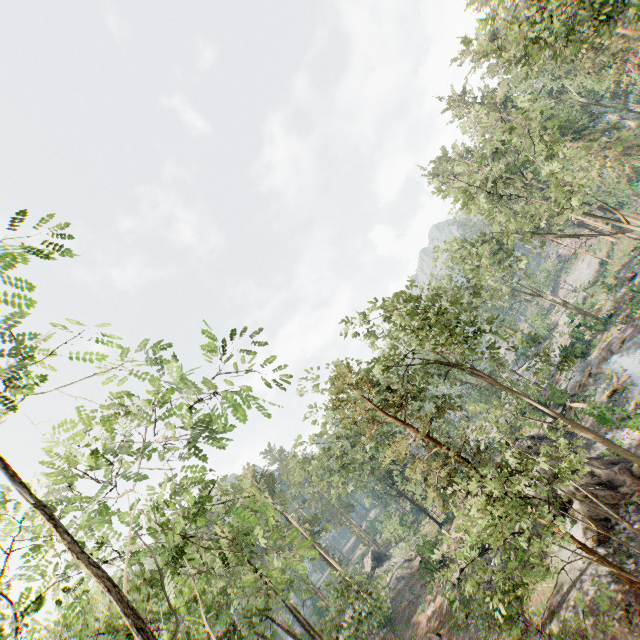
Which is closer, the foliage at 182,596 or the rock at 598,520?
the foliage at 182,596

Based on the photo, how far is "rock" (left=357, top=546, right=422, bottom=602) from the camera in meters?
38.6

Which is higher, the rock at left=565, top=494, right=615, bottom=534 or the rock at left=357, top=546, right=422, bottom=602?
the rock at left=357, top=546, right=422, bottom=602

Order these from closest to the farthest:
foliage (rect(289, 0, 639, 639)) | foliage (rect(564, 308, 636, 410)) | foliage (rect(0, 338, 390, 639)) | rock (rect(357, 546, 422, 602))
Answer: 1. foliage (rect(0, 338, 390, 639))
2. foliage (rect(289, 0, 639, 639))
3. foliage (rect(564, 308, 636, 410))
4. rock (rect(357, 546, 422, 602))

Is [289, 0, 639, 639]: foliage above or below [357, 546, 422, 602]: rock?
above

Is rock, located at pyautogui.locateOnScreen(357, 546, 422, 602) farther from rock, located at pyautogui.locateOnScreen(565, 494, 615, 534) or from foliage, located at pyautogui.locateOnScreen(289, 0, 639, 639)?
rock, located at pyautogui.locateOnScreen(565, 494, 615, 534)

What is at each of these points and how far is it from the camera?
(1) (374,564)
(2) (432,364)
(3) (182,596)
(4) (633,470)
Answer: (1) rock, 49.12m
(2) foliage, 28.98m
(3) foliage, 5.24m
(4) rock, 17.17m

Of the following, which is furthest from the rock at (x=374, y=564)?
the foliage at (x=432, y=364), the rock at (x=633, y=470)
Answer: the rock at (x=633, y=470)
